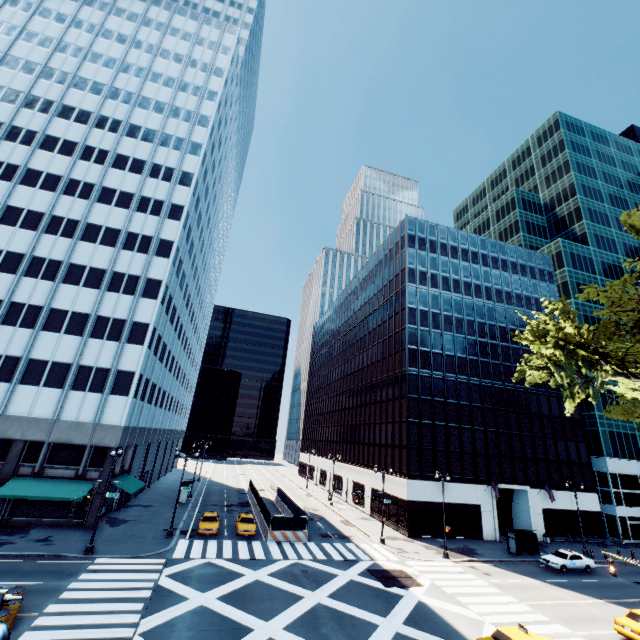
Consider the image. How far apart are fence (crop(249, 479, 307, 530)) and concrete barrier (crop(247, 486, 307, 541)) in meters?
0.0

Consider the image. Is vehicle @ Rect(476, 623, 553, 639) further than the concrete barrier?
No

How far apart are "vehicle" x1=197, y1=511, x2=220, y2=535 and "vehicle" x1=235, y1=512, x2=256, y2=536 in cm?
153

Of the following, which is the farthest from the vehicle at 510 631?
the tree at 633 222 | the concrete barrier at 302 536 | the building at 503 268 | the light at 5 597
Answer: the building at 503 268

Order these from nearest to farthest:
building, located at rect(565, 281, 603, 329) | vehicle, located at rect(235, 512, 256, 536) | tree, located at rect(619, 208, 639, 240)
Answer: tree, located at rect(619, 208, 639, 240) < vehicle, located at rect(235, 512, 256, 536) < building, located at rect(565, 281, 603, 329)

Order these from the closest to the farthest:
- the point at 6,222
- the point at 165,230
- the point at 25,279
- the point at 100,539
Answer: the point at 100,539 → the point at 25,279 → the point at 6,222 → the point at 165,230

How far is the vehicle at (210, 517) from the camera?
30.39m

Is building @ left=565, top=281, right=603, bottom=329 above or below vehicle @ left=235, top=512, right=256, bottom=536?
above
